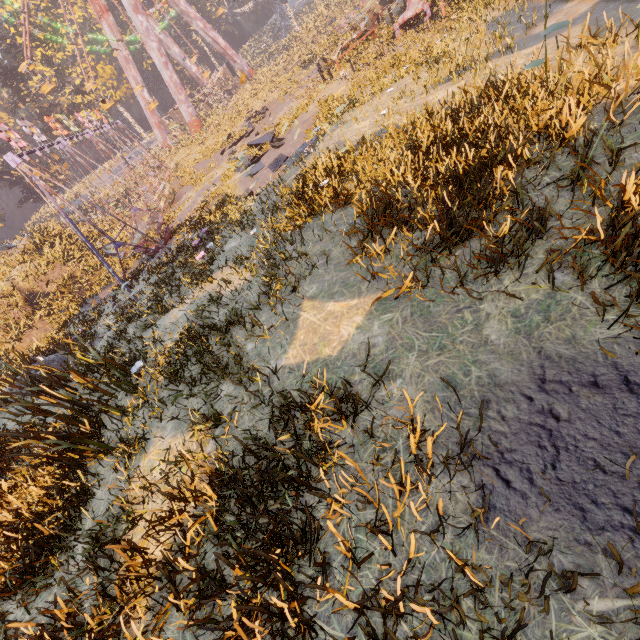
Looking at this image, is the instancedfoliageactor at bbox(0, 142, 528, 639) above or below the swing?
below

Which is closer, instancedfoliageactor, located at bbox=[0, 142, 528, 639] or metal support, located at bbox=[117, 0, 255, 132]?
instancedfoliageactor, located at bbox=[0, 142, 528, 639]

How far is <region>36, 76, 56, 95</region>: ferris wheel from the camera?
33.1 meters

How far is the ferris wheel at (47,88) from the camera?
33.1 meters

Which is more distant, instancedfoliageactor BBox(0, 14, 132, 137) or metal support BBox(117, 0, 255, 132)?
instancedfoliageactor BBox(0, 14, 132, 137)

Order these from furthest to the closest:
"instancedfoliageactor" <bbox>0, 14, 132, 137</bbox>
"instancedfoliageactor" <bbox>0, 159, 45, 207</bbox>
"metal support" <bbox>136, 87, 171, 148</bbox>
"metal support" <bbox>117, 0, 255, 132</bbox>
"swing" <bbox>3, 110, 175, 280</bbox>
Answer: "instancedfoliageactor" <bbox>0, 159, 45, 207</bbox>, "metal support" <bbox>136, 87, 171, 148</bbox>, "instancedfoliageactor" <bbox>0, 14, 132, 137</bbox>, "metal support" <bbox>117, 0, 255, 132</bbox>, "swing" <bbox>3, 110, 175, 280</bbox>

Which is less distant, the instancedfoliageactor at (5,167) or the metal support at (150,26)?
the metal support at (150,26)

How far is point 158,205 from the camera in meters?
19.8
